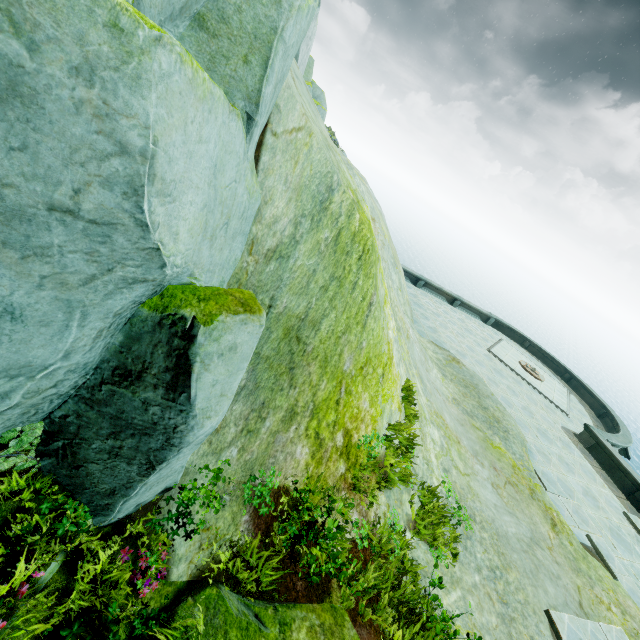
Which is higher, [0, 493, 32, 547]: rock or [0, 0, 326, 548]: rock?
[0, 0, 326, 548]: rock

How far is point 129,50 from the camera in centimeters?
157cm

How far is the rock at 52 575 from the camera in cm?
301

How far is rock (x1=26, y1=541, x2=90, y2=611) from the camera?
3.0 meters

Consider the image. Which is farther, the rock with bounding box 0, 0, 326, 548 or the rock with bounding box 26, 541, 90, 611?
the rock with bounding box 26, 541, 90, 611

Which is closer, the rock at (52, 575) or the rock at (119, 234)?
the rock at (119, 234)
